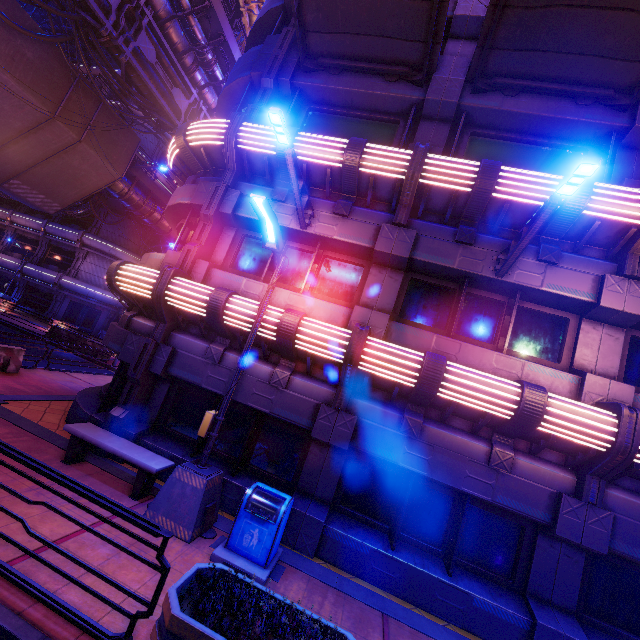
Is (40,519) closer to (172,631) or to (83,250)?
(172,631)

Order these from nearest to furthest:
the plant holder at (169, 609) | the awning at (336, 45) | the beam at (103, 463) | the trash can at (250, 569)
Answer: the plant holder at (169, 609) < the trash can at (250, 569) < the beam at (103, 463) < the awning at (336, 45)

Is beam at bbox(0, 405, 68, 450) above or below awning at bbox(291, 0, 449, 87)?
below

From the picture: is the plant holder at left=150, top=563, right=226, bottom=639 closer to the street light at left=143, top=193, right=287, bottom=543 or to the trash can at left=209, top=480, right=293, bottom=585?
the trash can at left=209, top=480, right=293, bottom=585

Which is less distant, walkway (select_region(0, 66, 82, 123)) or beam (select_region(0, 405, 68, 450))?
beam (select_region(0, 405, 68, 450))

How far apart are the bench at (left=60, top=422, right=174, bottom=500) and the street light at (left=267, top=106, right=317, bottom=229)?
6.37m

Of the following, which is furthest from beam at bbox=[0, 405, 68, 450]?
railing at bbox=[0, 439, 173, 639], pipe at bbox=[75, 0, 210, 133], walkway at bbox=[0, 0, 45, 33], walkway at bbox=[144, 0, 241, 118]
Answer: walkway at bbox=[144, 0, 241, 118]

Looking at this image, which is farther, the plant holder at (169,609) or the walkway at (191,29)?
the walkway at (191,29)
